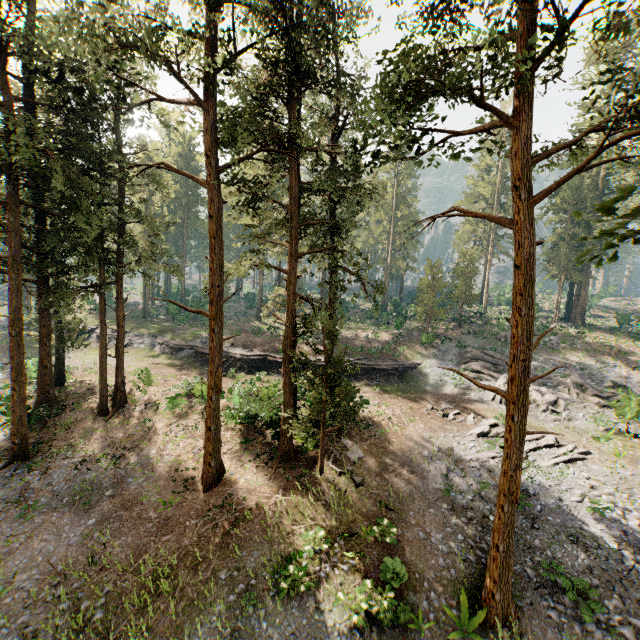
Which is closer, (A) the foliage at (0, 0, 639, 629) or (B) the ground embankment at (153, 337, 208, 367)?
(A) the foliage at (0, 0, 639, 629)

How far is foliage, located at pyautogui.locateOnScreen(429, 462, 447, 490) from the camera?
17.6m

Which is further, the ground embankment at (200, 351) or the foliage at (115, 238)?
the ground embankment at (200, 351)

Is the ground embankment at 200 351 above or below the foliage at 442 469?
above

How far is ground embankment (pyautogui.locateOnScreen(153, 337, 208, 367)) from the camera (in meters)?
33.28

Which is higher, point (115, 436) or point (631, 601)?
point (115, 436)

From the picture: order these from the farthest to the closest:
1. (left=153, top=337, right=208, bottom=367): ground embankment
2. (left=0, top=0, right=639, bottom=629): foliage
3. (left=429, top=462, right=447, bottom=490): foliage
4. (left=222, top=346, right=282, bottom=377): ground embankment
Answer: (left=153, top=337, right=208, bottom=367): ground embankment, (left=222, top=346, right=282, bottom=377): ground embankment, (left=429, top=462, right=447, bottom=490): foliage, (left=0, top=0, right=639, bottom=629): foliage
